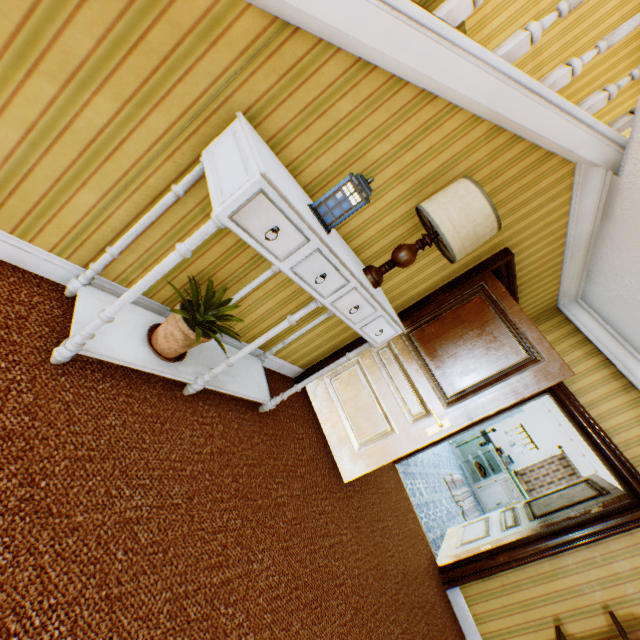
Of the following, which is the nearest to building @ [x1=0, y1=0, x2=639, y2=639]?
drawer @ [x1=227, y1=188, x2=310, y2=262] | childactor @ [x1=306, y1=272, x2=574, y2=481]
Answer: childactor @ [x1=306, y1=272, x2=574, y2=481]

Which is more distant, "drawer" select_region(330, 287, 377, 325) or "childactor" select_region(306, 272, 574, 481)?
"childactor" select_region(306, 272, 574, 481)

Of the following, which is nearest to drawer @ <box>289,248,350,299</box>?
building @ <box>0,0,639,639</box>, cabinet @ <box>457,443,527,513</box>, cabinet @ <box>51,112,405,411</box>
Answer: cabinet @ <box>51,112,405,411</box>

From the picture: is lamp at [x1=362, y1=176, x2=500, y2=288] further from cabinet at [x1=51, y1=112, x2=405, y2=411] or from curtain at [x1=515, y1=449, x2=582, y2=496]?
curtain at [x1=515, y1=449, x2=582, y2=496]

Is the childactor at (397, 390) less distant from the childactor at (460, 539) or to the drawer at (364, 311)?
the drawer at (364, 311)

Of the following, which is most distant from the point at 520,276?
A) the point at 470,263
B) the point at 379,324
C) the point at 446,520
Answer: the point at 446,520

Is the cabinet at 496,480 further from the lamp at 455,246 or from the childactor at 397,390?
the lamp at 455,246

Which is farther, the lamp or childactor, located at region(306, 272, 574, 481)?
childactor, located at region(306, 272, 574, 481)
